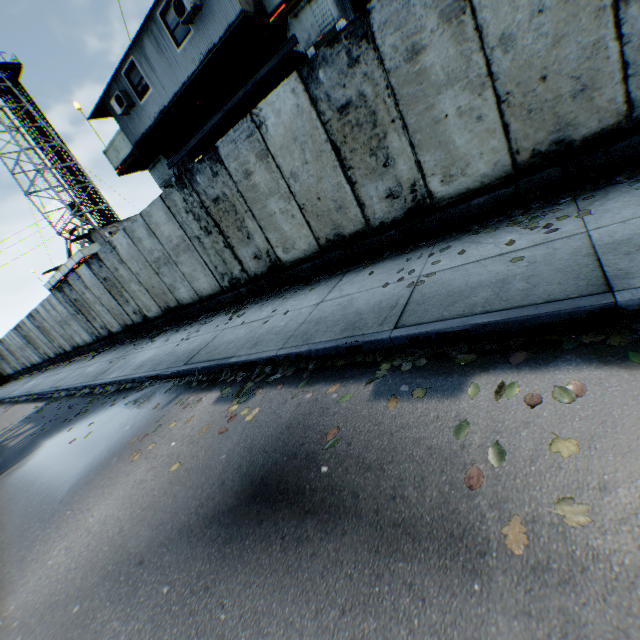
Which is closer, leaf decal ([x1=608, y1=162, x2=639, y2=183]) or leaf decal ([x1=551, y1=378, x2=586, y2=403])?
leaf decal ([x1=551, y1=378, x2=586, y2=403])

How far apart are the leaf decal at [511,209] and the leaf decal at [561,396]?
1.91m

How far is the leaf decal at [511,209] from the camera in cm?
425

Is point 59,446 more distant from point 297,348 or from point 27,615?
point 297,348

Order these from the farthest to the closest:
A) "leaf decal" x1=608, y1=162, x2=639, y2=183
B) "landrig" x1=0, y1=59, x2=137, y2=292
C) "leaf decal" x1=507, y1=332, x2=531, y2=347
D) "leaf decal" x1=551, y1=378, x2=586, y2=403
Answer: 1. "landrig" x1=0, y1=59, x2=137, y2=292
2. "leaf decal" x1=608, y1=162, x2=639, y2=183
3. "leaf decal" x1=507, y1=332, x2=531, y2=347
4. "leaf decal" x1=551, y1=378, x2=586, y2=403

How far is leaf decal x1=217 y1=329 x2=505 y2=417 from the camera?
3.0 meters
